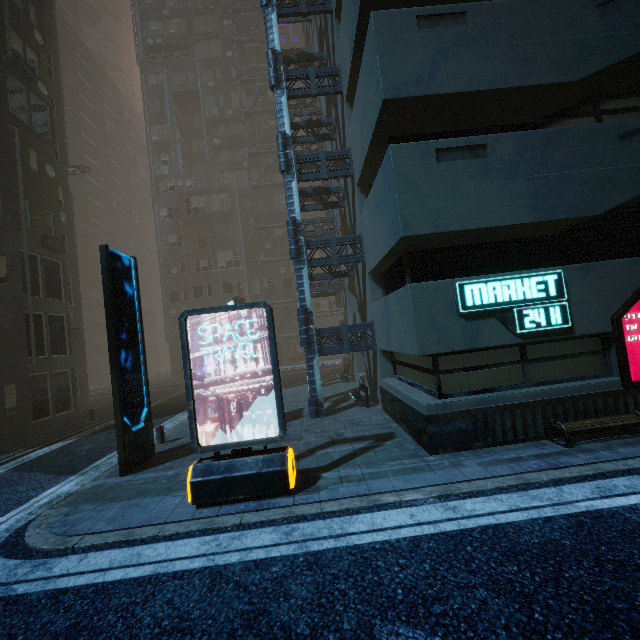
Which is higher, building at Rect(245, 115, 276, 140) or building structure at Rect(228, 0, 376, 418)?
building at Rect(245, 115, 276, 140)

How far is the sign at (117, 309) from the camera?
7.5m

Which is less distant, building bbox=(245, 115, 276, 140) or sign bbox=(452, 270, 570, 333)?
sign bbox=(452, 270, 570, 333)

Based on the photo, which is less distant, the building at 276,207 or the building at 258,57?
the building at 276,207

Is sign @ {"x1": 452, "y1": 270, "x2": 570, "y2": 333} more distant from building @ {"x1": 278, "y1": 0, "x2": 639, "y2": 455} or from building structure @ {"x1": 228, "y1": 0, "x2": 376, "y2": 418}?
building structure @ {"x1": 228, "y1": 0, "x2": 376, "y2": 418}

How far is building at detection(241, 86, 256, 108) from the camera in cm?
3519

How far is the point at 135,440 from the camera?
7.9 meters

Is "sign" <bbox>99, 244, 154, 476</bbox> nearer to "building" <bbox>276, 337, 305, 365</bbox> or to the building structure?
the building structure
